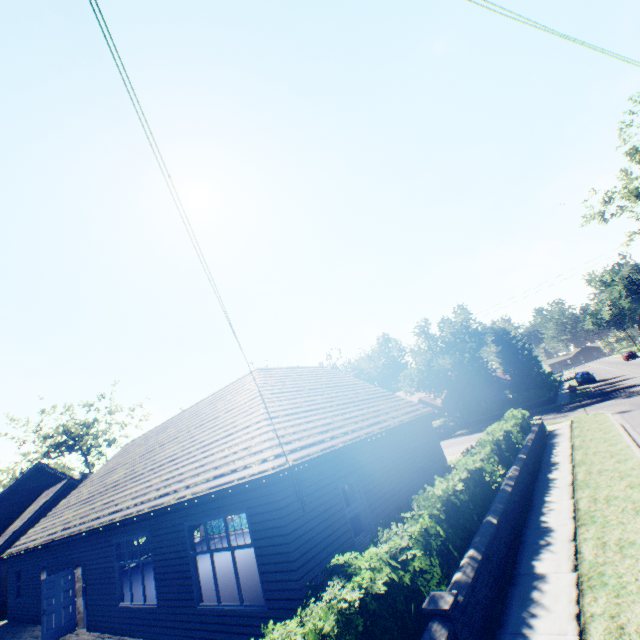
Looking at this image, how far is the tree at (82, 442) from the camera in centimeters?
4794cm

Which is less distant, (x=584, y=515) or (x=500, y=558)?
(x=500, y=558)

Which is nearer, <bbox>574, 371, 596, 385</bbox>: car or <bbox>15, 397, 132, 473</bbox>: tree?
<bbox>574, 371, 596, 385</bbox>: car

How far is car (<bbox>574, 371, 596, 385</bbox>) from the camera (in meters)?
41.19

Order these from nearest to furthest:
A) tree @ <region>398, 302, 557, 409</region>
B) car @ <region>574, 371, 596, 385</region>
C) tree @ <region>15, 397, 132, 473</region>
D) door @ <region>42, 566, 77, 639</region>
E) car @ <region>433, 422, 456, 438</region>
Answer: door @ <region>42, 566, 77, 639</region>
car @ <region>433, 422, 456, 438</region>
tree @ <region>398, 302, 557, 409</region>
car @ <region>574, 371, 596, 385</region>
tree @ <region>15, 397, 132, 473</region>

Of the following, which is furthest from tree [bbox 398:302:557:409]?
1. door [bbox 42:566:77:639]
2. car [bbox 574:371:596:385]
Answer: door [bbox 42:566:77:639]

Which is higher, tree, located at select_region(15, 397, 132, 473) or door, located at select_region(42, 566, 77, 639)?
tree, located at select_region(15, 397, 132, 473)

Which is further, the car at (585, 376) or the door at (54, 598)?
the car at (585, 376)
